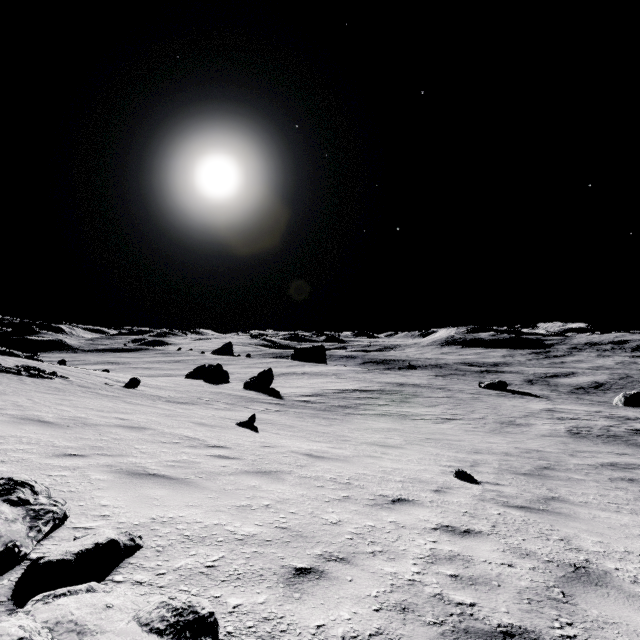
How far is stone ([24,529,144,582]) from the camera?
1.8 meters

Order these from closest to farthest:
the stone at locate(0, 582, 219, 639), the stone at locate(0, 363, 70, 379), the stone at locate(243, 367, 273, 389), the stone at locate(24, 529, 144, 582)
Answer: the stone at locate(0, 582, 219, 639) → the stone at locate(24, 529, 144, 582) → the stone at locate(0, 363, 70, 379) → the stone at locate(243, 367, 273, 389)

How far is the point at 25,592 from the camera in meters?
1.7

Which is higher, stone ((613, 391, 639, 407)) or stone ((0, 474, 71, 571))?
stone ((0, 474, 71, 571))

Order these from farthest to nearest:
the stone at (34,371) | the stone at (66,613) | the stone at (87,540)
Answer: the stone at (34,371)
the stone at (87,540)
the stone at (66,613)

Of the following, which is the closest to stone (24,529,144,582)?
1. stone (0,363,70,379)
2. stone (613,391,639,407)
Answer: stone (0,363,70,379)

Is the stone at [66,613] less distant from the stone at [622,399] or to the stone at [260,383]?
the stone at [260,383]

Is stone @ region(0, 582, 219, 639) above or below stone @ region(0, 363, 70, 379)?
above
